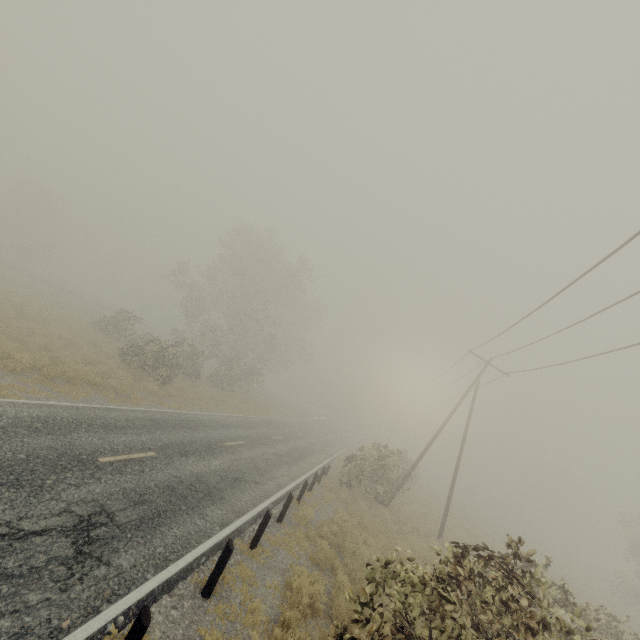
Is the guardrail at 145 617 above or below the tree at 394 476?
below

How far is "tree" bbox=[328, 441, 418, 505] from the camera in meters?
19.9

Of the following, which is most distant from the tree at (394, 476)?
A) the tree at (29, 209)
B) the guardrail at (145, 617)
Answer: the guardrail at (145, 617)

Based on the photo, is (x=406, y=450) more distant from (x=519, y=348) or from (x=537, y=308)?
(x=537, y=308)

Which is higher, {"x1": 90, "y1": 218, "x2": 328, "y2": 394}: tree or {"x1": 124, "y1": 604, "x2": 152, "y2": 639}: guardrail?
{"x1": 90, "y1": 218, "x2": 328, "y2": 394}: tree

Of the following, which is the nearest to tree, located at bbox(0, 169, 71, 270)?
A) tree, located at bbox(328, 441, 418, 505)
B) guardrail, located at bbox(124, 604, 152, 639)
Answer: tree, located at bbox(328, 441, 418, 505)

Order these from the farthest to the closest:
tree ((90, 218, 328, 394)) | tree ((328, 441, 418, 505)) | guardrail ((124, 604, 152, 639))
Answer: tree ((90, 218, 328, 394)) → tree ((328, 441, 418, 505)) → guardrail ((124, 604, 152, 639))
